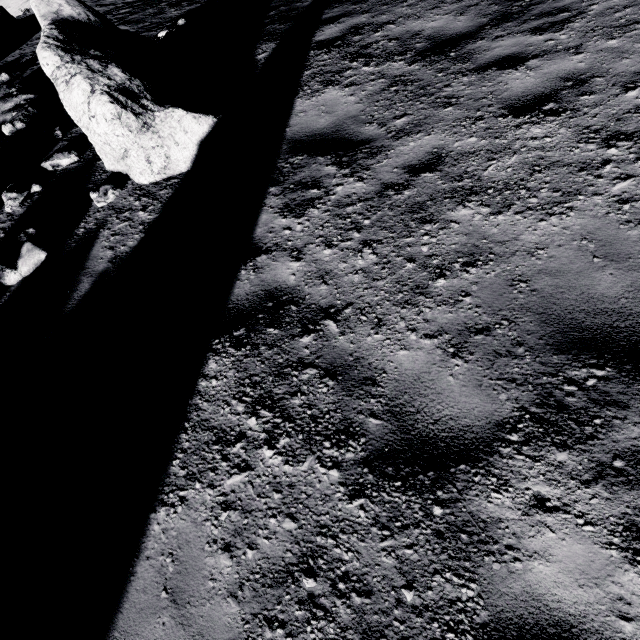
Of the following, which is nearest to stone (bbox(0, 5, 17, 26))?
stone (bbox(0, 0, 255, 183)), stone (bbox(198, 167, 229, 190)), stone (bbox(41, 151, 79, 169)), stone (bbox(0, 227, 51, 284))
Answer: stone (bbox(0, 0, 255, 183))

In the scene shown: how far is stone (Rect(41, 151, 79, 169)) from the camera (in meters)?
5.98

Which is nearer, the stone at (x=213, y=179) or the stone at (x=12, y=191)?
the stone at (x=213, y=179)

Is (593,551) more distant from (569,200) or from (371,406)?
(569,200)

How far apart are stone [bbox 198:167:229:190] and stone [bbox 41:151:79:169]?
3.2 meters

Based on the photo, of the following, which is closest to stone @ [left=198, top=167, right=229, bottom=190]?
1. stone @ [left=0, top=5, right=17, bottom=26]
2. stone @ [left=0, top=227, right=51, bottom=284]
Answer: stone @ [left=0, top=227, right=51, bottom=284]

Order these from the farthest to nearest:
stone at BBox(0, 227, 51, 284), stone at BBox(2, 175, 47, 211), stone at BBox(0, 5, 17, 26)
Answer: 1. stone at BBox(0, 5, 17, 26)
2. stone at BBox(2, 175, 47, 211)
3. stone at BBox(0, 227, 51, 284)

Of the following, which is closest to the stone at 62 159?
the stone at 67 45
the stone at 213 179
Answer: the stone at 67 45
